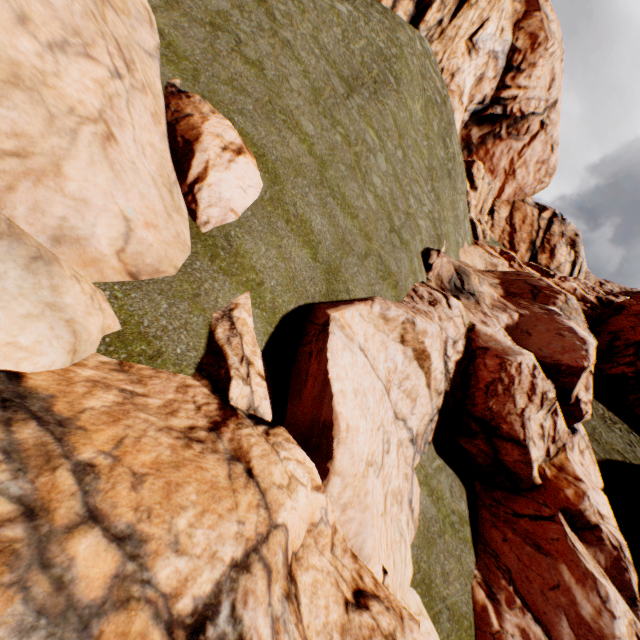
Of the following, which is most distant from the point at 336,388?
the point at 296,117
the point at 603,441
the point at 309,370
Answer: the point at 603,441
